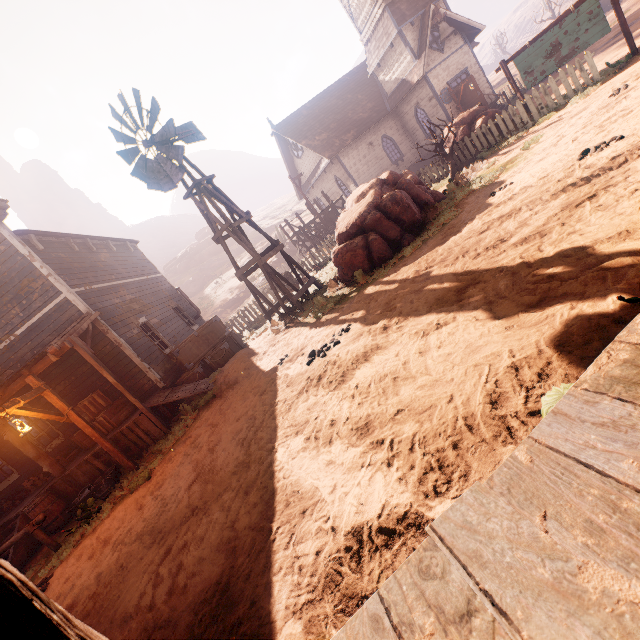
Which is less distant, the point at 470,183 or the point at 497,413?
the point at 497,413

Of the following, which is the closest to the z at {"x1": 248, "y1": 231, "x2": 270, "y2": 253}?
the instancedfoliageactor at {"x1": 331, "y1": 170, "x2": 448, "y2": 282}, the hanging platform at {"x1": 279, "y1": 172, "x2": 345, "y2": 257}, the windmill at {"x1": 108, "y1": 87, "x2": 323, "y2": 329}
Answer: the hanging platform at {"x1": 279, "y1": 172, "x2": 345, "y2": 257}

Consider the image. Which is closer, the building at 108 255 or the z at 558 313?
the z at 558 313

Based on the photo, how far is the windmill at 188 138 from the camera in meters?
9.4 m

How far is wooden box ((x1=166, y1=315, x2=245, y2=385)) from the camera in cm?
1093

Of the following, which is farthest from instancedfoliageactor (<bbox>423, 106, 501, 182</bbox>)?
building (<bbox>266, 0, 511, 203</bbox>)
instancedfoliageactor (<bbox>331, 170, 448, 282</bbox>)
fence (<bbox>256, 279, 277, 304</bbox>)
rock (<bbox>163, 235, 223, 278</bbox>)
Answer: rock (<bbox>163, 235, 223, 278</bbox>)

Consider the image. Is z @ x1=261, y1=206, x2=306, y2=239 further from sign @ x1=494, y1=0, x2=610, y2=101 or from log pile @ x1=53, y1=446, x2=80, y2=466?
log pile @ x1=53, y1=446, x2=80, y2=466

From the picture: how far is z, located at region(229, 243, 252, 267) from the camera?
44.3m
